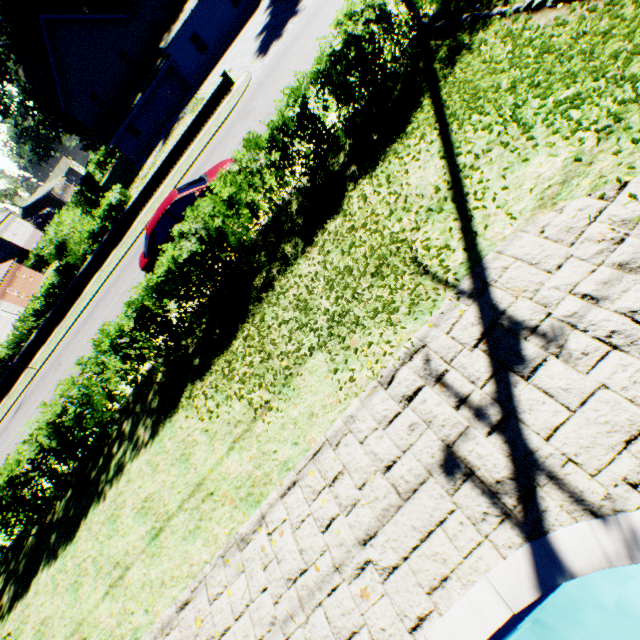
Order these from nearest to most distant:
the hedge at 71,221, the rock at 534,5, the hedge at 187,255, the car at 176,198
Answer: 1. the rock at 534,5
2. the hedge at 187,255
3. the car at 176,198
4. the hedge at 71,221

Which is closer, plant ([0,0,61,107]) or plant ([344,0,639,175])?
plant ([344,0,639,175])

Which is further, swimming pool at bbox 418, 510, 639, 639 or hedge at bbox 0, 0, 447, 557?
hedge at bbox 0, 0, 447, 557

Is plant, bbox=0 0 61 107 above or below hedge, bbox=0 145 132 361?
above

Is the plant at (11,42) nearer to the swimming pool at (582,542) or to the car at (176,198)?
the swimming pool at (582,542)

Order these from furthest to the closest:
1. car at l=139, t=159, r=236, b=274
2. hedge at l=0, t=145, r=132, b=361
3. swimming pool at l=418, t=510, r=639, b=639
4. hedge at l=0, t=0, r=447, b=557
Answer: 1. hedge at l=0, t=145, r=132, b=361
2. car at l=139, t=159, r=236, b=274
3. hedge at l=0, t=0, r=447, b=557
4. swimming pool at l=418, t=510, r=639, b=639

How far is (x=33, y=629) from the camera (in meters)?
7.45

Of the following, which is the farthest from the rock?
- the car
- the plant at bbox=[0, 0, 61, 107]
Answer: the plant at bbox=[0, 0, 61, 107]
